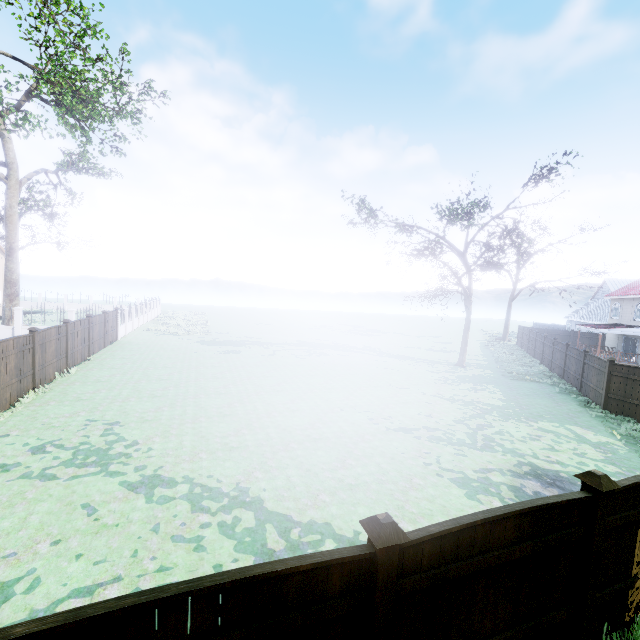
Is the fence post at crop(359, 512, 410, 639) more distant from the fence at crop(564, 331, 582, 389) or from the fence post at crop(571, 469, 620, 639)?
the fence at crop(564, 331, 582, 389)

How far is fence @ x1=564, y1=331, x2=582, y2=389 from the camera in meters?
18.2

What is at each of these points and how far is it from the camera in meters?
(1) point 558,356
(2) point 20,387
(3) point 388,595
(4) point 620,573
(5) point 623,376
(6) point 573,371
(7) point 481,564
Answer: (1) fence, 22.2
(2) fence, 11.6
(3) fence post, 2.8
(4) fence, 4.3
(5) fence, 14.0
(6) fence, 19.0
(7) fence, 3.3

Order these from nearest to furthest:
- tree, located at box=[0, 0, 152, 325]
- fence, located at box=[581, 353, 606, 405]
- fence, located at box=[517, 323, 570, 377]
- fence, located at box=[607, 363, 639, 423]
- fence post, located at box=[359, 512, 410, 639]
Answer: fence post, located at box=[359, 512, 410, 639]
fence, located at box=[607, 363, 639, 423]
fence, located at box=[581, 353, 606, 405]
tree, located at box=[0, 0, 152, 325]
fence, located at box=[517, 323, 570, 377]

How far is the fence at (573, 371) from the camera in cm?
1816

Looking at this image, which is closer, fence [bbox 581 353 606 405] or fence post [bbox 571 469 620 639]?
fence post [bbox 571 469 620 639]

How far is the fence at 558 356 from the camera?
22.0m

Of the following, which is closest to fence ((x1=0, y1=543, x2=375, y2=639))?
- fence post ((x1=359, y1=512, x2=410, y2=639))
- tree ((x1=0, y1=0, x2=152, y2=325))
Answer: fence post ((x1=359, y1=512, x2=410, y2=639))
